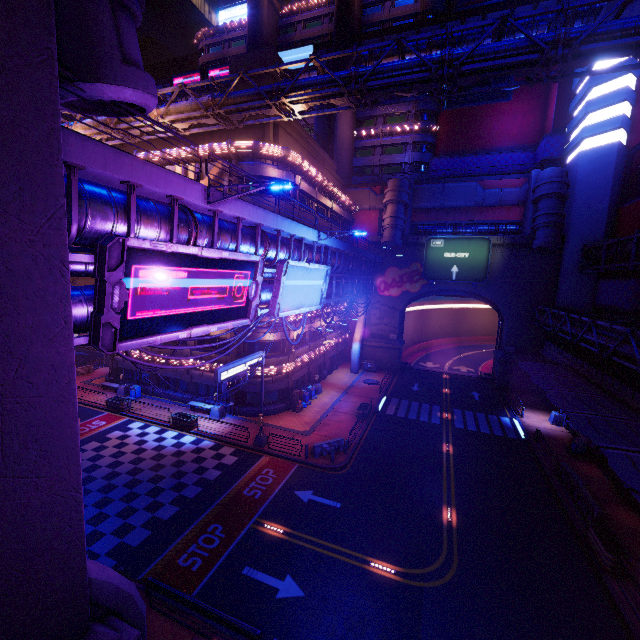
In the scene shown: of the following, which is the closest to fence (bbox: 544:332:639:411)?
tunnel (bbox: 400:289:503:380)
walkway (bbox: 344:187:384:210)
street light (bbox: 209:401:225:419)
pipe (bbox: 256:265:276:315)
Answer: tunnel (bbox: 400:289:503:380)

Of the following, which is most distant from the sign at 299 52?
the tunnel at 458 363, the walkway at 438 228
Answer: the tunnel at 458 363

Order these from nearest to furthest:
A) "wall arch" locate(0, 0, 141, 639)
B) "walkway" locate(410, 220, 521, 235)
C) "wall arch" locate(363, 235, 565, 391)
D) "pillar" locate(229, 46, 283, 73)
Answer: "wall arch" locate(0, 0, 141, 639) → "pillar" locate(229, 46, 283, 73) → "wall arch" locate(363, 235, 565, 391) → "walkway" locate(410, 220, 521, 235)

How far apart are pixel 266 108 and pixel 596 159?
34.67m

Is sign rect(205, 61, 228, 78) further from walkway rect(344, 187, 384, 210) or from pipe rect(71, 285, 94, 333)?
pipe rect(71, 285, 94, 333)

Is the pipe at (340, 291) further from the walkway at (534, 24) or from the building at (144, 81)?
the walkway at (534, 24)

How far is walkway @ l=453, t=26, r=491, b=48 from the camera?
40.91m

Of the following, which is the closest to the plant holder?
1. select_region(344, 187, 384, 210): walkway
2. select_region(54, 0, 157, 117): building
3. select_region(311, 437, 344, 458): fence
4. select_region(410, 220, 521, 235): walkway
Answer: select_region(311, 437, 344, 458): fence
